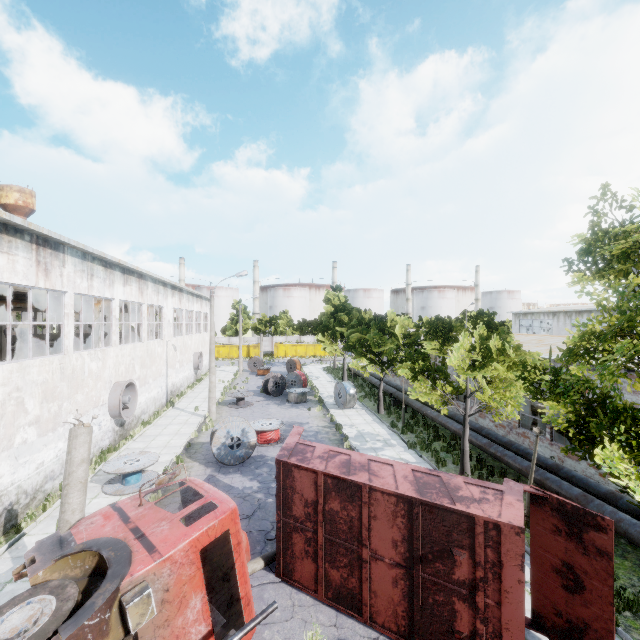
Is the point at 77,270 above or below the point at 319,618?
above

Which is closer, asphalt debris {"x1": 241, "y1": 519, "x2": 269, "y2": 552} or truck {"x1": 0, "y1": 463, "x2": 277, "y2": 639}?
truck {"x1": 0, "y1": 463, "x2": 277, "y2": 639}

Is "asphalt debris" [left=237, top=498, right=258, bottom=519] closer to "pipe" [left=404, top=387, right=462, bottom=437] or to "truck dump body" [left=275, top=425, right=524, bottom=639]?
"truck dump body" [left=275, top=425, right=524, bottom=639]

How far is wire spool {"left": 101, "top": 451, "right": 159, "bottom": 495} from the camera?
12.6 meters

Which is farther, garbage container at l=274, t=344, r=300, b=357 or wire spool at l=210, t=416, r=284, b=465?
garbage container at l=274, t=344, r=300, b=357

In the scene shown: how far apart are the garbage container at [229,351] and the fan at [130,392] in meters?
39.6 m

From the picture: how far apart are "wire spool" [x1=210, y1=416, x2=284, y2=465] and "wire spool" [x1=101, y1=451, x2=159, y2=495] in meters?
2.3 m

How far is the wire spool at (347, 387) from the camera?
24.0 meters
